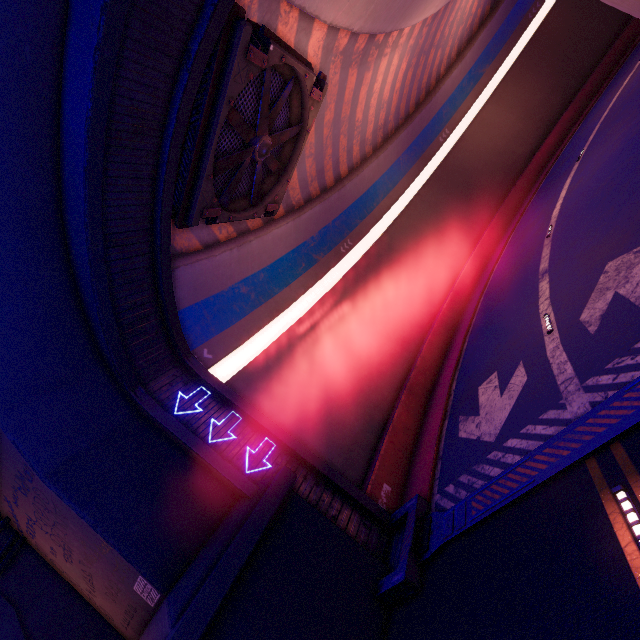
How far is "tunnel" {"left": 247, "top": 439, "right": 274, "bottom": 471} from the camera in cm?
970

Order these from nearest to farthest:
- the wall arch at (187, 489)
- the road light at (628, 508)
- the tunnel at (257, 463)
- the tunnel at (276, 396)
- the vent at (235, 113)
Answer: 1. the road light at (628, 508)
2. the wall arch at (187, 489)
3. the tunnel at (276, 396)
4. the vent at (235, 113)
5. the tunnel at (257, 463)

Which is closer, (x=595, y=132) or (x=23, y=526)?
(x=23, y=526)

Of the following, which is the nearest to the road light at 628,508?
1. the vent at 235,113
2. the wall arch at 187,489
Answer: the wall arch at 187,489

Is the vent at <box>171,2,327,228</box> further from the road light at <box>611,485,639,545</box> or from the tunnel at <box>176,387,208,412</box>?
the road light at <box>611,485,639,545</box>

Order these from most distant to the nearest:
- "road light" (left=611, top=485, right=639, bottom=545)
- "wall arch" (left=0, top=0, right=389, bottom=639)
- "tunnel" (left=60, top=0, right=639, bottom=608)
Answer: "tunnel" (left=60, top=0, right=639, bottom=608) < "wall arch" (left=0, top=0, right=389, bottom=639) < "road light" (left=611, top=485, right=639, bottom=545)

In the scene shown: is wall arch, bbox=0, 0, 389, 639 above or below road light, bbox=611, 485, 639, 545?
above
